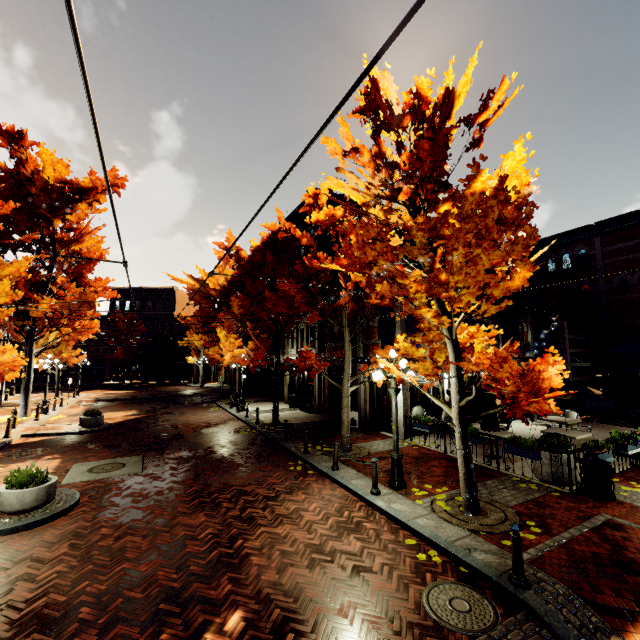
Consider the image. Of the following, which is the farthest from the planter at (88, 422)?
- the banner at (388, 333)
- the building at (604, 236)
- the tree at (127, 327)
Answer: the tree at (127, 327)

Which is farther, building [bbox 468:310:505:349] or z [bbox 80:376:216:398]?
z [bbox 80:376:216:398]

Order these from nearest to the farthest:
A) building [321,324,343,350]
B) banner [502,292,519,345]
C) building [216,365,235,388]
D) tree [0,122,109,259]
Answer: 1. banner [502,292,519,345]
2. tree [0,122,109,259]
3. building [321,324,343,350]
4. building [216,365,235,388]

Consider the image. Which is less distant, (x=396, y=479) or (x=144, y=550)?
(x=144, y=550)

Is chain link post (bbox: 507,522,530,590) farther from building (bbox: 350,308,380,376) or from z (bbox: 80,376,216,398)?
z (bbox: 80,376,216,398)

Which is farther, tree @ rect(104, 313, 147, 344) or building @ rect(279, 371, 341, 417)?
tree @ rect(104, 313, 147, 344)

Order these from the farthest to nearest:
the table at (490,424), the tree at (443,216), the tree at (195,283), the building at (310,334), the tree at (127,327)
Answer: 1. the tree at (127,327)
2. the tree at (195,283)
3. the building at (310,334)
4. the table at (490,424)
5. the tree at (443,216)

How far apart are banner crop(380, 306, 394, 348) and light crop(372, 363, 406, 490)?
4.03m
